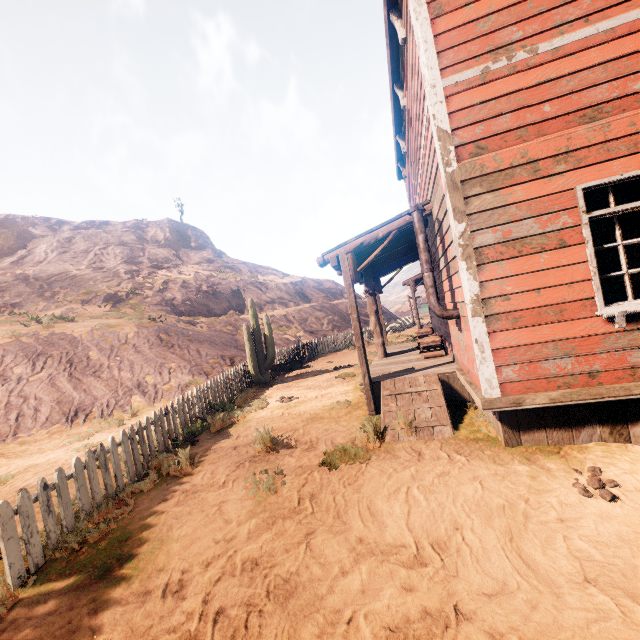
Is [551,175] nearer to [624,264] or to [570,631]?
[624,264]

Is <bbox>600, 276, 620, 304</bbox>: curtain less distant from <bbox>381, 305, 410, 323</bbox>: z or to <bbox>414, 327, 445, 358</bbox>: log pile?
<bbox>381, 305, 410, 323</bbox>: z

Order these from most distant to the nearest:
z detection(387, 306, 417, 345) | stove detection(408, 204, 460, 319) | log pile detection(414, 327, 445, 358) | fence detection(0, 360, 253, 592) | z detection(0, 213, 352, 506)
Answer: z detection(387, 306, 417, 345) < z detection(0, 213, 352, 506) < log pile detection(414, 327, 445, 358) < stove detection(408, 204, 460, 319) < fence detection(0, 360, 253, 592)

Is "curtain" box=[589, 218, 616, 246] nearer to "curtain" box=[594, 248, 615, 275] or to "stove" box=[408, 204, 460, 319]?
"curtain" box=[594, 248, 615, 275]

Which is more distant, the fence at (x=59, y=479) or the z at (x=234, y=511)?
the fence at (x=59, y=479)

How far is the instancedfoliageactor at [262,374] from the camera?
11.9m

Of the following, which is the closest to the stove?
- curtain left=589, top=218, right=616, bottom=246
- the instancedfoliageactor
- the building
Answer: the building

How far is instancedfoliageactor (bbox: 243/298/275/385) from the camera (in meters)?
11.88
